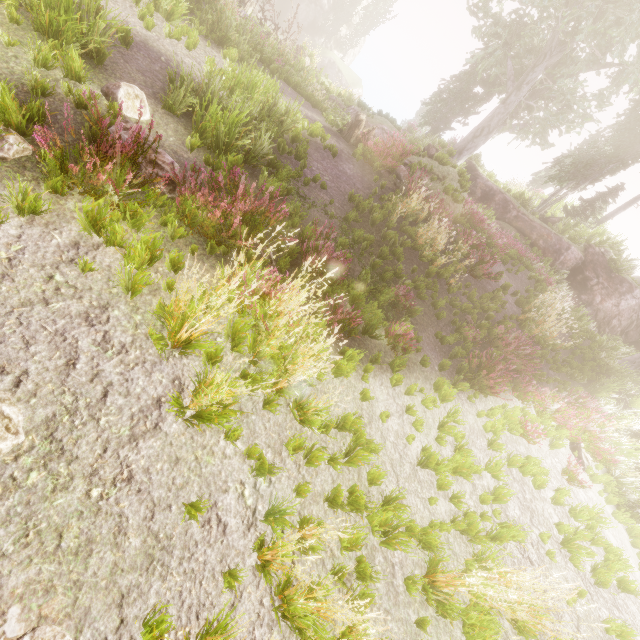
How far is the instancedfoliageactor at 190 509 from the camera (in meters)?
2.62

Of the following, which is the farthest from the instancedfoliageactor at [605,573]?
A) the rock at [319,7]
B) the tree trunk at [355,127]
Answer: the tree trunk at [355,127]

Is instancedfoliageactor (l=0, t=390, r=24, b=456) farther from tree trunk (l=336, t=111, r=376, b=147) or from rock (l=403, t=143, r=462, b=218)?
tree trunk (l=336, t=111, r=376, b=147)

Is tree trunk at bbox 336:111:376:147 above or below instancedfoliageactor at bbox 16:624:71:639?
above

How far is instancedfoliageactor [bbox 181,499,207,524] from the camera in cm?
262

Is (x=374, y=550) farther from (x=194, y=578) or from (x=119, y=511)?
(x=119, y=511)

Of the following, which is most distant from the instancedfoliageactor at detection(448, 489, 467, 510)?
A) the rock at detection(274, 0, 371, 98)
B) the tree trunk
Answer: the tree trunk
